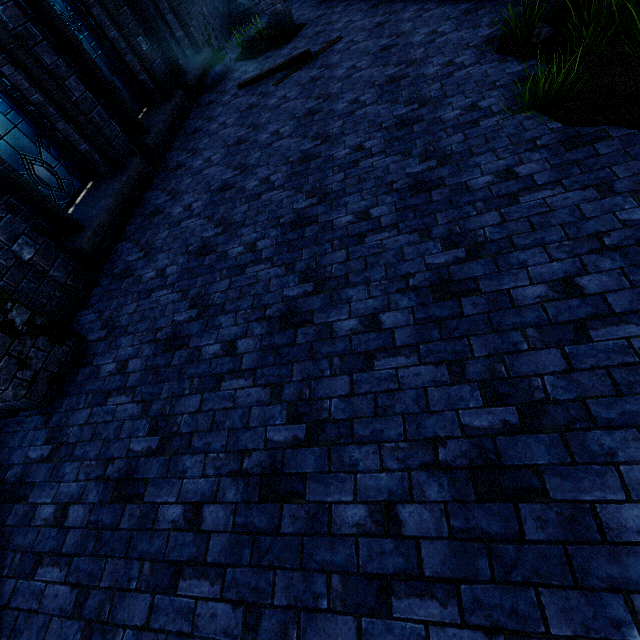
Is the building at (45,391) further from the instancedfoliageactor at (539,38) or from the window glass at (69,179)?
the instancedfoliageactor at (539,38)

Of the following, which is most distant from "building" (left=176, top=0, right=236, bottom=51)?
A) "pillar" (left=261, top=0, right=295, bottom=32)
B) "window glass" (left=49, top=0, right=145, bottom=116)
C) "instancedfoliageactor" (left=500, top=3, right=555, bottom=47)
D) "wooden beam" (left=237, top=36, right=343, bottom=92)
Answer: "instancedfoliageactor" (left=500, top=3, right=555, bottom=47)

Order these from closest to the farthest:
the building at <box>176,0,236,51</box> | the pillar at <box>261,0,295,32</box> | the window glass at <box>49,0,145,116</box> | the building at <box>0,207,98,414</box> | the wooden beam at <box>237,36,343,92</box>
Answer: the building at <box>0,207,98,414</box> → the window glass at <box>49,0,145,116</box> → the wooden beam at <box>237,36,343,92</box> → the pillar at <box>261,0,295,32</box> → the building at <box>176,0,236,51</box>

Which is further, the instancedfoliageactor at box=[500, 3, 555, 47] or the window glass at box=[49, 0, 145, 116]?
the window glass at box=[49, 0, 145, 116]

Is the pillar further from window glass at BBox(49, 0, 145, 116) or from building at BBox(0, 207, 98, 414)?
window glass at BBox(49, 0, 145, 116)

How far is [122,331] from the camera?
4.2 meters

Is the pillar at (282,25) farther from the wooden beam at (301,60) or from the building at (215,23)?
the wooden beam at (301,60)

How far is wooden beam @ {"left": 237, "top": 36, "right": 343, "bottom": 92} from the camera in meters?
7.3
